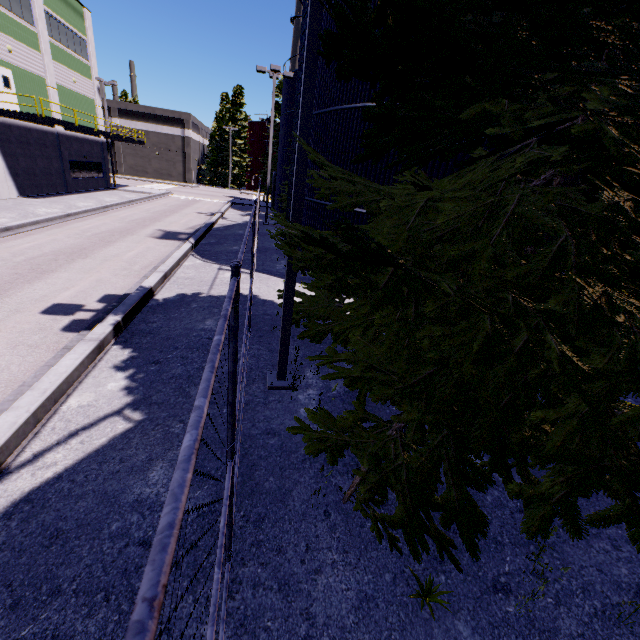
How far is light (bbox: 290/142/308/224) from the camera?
4.66m

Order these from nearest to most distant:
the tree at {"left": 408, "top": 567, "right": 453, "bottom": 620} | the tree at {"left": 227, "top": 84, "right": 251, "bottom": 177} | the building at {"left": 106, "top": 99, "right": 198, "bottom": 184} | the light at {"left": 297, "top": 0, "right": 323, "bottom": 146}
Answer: the tree at {"left": 408, "top": 567, "right": 453, "bottom": 620}, the light at {"left": 297, "top": 0, "right": 323, "bottom": 146}, the building at {"left": 106, "top": 99, "right": 198, "bottom": 184}, the tree at {"left": 227, "top": 84, "right": 251, "bottom": 177}

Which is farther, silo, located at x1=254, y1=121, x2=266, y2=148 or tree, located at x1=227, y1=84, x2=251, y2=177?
silo, located at x1=254, y1=121, x2=266, y2=148

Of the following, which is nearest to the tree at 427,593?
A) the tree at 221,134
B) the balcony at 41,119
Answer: the balcony at 41,119

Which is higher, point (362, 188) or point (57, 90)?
point (57, 90)

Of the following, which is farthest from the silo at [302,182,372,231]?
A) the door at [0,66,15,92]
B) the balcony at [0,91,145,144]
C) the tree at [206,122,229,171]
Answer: the door at [0,66,15,92]

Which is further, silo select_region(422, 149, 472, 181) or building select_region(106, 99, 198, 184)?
building select_region(106, 99, 198, 184)

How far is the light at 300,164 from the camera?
4.7m
